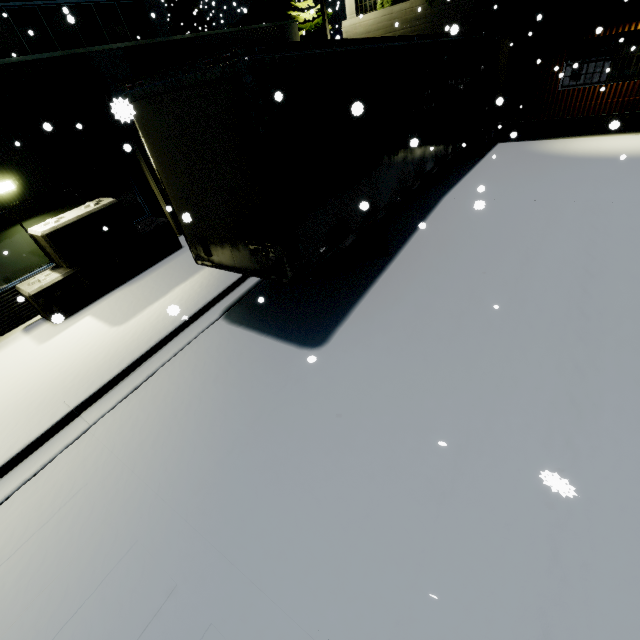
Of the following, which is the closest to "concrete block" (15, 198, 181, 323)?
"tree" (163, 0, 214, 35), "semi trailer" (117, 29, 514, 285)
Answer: "semi trailer" (117, 29, 514, 285)

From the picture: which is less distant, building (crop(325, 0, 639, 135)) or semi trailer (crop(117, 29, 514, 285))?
semi trailer (crop(117, 29, 514, 285))

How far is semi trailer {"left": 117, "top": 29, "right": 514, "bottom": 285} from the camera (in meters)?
3.80

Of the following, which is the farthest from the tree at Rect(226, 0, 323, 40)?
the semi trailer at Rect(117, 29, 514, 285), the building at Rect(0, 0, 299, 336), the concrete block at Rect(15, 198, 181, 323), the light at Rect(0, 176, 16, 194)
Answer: the light at Rect(0, 176, 16, 194)

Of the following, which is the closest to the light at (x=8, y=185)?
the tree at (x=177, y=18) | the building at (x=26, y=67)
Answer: the building at (x=26, y=67)

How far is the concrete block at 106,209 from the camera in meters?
7.6

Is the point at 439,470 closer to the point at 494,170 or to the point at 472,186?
the point at 472,186

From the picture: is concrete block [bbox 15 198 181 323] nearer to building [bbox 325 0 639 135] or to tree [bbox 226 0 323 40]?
building [bbox 325 0 639 135]
